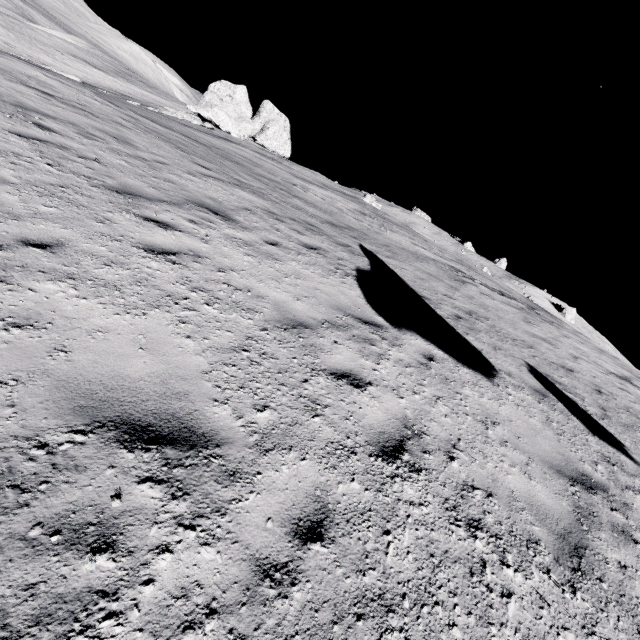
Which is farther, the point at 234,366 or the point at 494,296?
the point at 494,296

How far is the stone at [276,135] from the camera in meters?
36.3 m

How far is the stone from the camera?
36.34m
